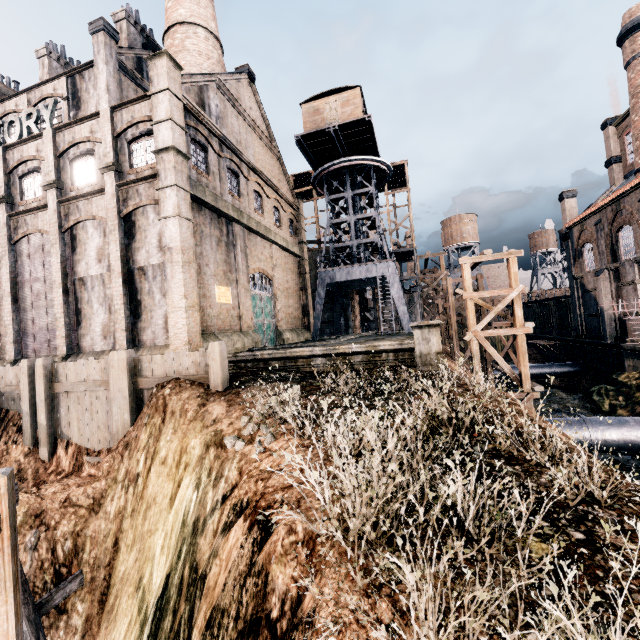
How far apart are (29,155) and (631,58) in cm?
4671

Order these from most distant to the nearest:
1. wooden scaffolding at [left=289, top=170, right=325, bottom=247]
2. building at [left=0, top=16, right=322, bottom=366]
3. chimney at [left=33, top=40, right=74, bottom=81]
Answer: wooden scaffolding at [left=289, top=170, right=325, bottom=247] → chimney at [left=33, top=40, right=74, bottom=81] → building at [left=0, top=16, right=322, bottom=366]

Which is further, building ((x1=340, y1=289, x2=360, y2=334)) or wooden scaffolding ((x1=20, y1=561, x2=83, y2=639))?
building ((x1=340, y1=289, x2=360, y2=334))

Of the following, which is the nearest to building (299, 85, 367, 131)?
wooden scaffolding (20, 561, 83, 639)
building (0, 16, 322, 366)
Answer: building (0, 16, 322, 366)

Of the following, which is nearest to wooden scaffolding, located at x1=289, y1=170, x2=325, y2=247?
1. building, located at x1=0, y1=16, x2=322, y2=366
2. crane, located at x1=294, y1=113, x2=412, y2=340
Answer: building, located at x1=0, y1=16, x2=322, y2=366

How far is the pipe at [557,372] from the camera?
33.4m

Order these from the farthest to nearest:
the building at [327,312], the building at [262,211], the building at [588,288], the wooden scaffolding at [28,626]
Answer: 1. the building at [327,312]
2. the building at [588,288]
3. the building at [262,211]
4. the wooden scaffolding at [28,626]

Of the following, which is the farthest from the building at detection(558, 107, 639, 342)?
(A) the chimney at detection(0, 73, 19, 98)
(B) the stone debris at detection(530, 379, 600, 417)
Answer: (B) the stone debris at detection(530, 379, 600, 417)
